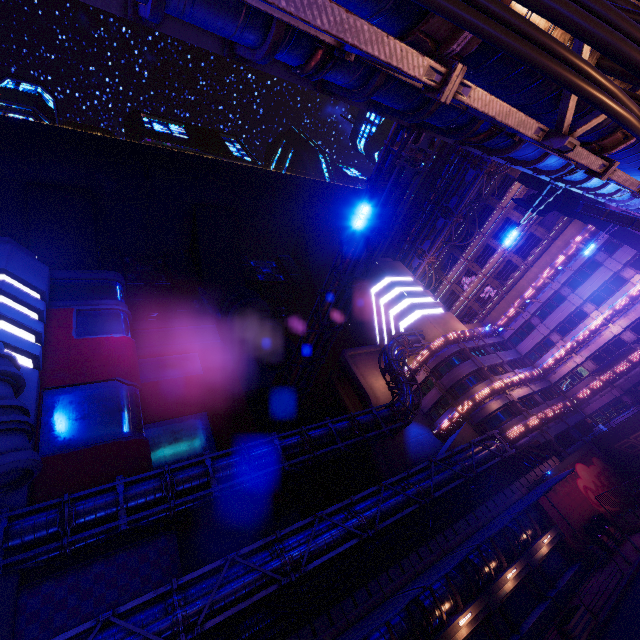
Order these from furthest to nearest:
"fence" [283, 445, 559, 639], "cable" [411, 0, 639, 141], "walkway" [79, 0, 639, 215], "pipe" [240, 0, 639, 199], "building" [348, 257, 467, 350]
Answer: Answer: "building" [348, 257, 467, 350] → "fence" [283, 445, 559, 639] → "walkway" [79, 0, 639, 215] → "pipe" [240, 0, 639, 199] → "cable" [411, 0, 639, 141]

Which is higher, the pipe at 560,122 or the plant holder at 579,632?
the pipe at 560,122

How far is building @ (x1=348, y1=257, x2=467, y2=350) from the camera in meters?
43.8

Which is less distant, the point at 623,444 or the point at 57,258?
the point at 623,444

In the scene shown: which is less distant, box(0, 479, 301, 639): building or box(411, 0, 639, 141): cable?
box(411, 0, 639, 141): cable

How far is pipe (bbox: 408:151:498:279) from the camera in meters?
48.4 m

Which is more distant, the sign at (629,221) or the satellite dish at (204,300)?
the satellite dish at (204,300)

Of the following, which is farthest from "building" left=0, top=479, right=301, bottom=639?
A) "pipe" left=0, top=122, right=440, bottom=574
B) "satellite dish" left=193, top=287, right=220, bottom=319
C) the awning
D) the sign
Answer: the sign
